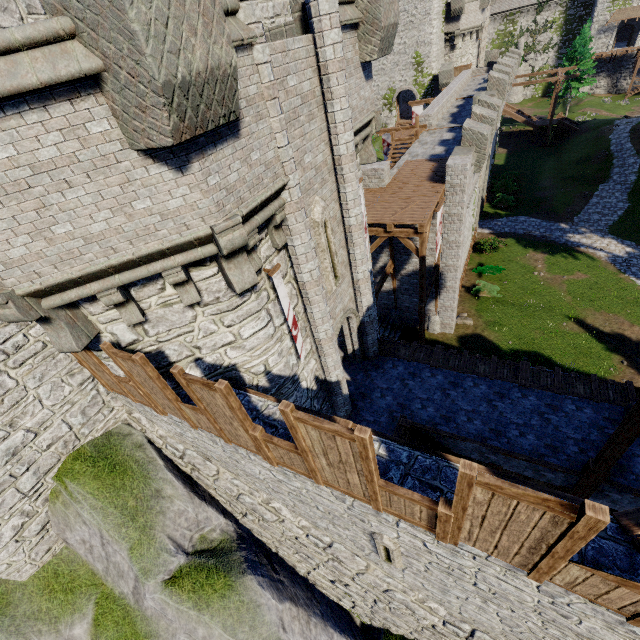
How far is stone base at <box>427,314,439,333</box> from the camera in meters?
21.0

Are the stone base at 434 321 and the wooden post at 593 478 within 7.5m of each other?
no

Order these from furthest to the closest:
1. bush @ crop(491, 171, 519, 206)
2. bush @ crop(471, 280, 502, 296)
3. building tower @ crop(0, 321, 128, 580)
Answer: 1. bush @ crop(491, 171, 519, 206)
2. bush @ crop(471, 280, 502, 296)
3. building tower @ crop(0, 321, 128, 580)

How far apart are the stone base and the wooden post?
12.20m

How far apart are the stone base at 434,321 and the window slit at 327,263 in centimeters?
1272cm

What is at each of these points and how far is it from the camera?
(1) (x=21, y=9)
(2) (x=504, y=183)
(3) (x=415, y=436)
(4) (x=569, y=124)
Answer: (1) building tower, 5.9m
(2) bush, 35.4m
(3) stairs, 10.8m
(4) stairs, 41.5m

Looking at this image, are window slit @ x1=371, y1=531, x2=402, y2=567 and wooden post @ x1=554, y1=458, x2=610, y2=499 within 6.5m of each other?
yes

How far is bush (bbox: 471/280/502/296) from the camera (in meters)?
22.94
